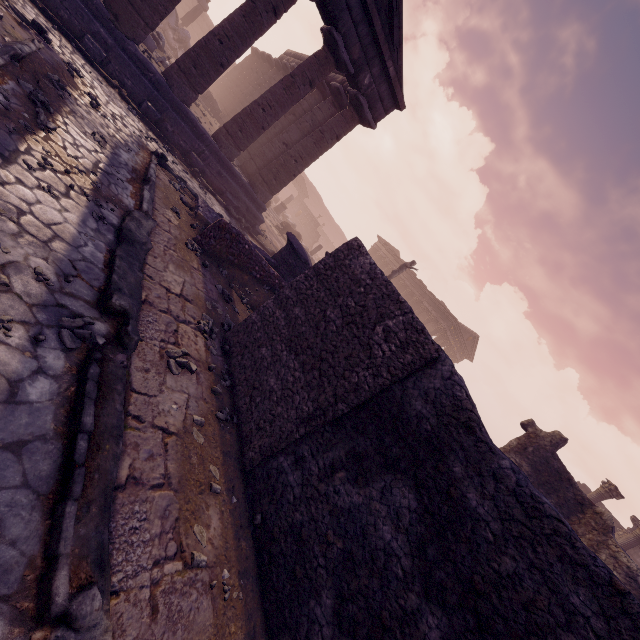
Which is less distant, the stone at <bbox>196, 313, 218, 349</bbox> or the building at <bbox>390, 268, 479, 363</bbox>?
the stone at <bbox>196, 313, 218, 349</bbox>

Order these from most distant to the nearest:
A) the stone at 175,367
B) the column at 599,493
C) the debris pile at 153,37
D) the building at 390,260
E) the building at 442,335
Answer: the building at 390,260
the building at 442,335
the column at 599,493
the debris pile at 153,37
the stone at 175,367

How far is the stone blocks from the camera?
19.1 meters

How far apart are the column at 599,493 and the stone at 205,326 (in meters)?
18.64

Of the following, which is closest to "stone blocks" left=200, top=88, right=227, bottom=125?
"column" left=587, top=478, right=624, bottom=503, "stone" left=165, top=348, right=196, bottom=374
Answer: "stone" left=165, top=348, right=196, bottom=374

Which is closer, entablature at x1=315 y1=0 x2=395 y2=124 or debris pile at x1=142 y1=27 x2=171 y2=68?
entablature at x1=315 y1=0 x2=395 y2=124

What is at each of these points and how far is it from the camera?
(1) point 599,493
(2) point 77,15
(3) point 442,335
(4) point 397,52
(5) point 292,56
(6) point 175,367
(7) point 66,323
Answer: (1) column, 15.4 meters
(2) building base, 8.4 meters
(3) building, 30.5 meters
(4) pediment, 11.2 meters
(5) entablature, 20.3 meters
(6) stone, 4.1 meters
(7) stone, 3.2 meters

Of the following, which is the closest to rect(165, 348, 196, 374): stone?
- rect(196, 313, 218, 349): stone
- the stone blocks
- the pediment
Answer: rect(196, 313, 218, 349): stone
